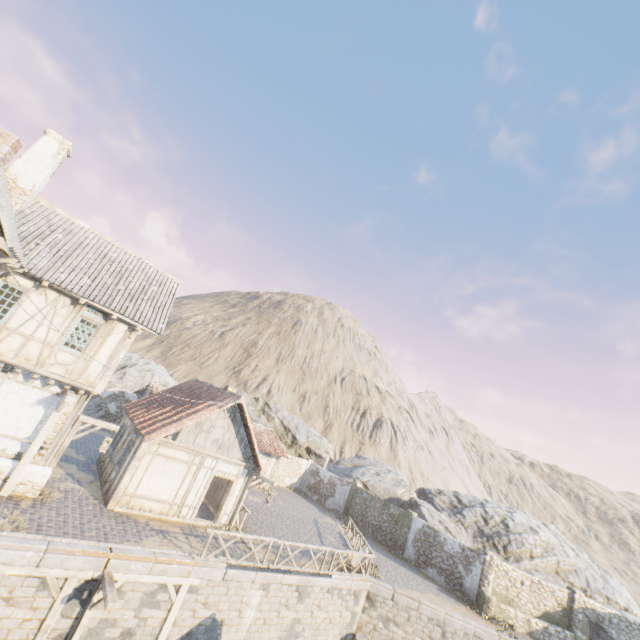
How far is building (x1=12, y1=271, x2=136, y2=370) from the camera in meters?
11.5 m

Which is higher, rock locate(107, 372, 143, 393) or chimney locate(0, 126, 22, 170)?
chimney locate(0, 126, 22, 170)

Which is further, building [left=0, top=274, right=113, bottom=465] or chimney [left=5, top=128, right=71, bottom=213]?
chimney [left=5, top=128, right=71, bottom=213]

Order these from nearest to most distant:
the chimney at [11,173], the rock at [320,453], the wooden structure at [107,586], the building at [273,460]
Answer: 1. the wooden structure at [107,586]
2. the chimney at [11,173]
3. the rock at [320,453]
4. the building at [273,460]

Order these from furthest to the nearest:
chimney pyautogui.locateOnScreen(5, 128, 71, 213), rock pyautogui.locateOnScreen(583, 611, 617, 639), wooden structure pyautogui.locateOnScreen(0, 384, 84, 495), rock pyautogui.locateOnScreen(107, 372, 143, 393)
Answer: rock pyautogui.locateOnScreen(107, 372, 143, 393)
rock pyautogui.locateOnScreen(583, 611, 617, 639)
chimney pyautogui.locateOnScreen(5, 128, 71, 213)
wooden structure pyautogui.locateOnScreen(0, 384, 84, 495)

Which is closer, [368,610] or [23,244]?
[23,244]

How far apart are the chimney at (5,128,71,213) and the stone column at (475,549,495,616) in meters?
30.7 m

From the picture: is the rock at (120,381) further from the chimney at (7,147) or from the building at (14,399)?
the chimney at (7,147)
